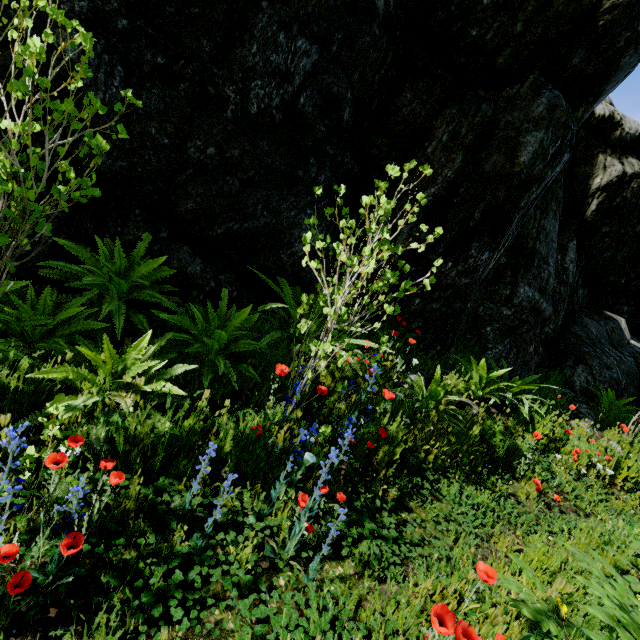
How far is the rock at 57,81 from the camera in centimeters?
241cm

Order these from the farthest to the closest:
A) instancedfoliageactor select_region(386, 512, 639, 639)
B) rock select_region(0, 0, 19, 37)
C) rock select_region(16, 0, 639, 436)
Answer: rock select_region(16, 0, 639, 436), rock select_region(0, 0, 19, 37), instancedfoliageactor select_region(386, 512, 639, 639)

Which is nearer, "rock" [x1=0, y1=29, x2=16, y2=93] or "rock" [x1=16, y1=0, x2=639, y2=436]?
"rock" [x1=0, y1=29, x2=16, y2=93]

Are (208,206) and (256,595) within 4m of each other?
yes

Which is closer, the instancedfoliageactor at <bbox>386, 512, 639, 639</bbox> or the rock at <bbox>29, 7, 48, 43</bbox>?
the instancedfoliageactor at <bbox>386, 512, 639, 639</bbox>

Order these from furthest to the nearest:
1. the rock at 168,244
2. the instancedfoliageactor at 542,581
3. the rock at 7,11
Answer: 1. the rock at 168,244
2. the rock at 7,11
3. the instancedfoliageactor at 542,581

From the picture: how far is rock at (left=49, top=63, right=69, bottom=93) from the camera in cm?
241
